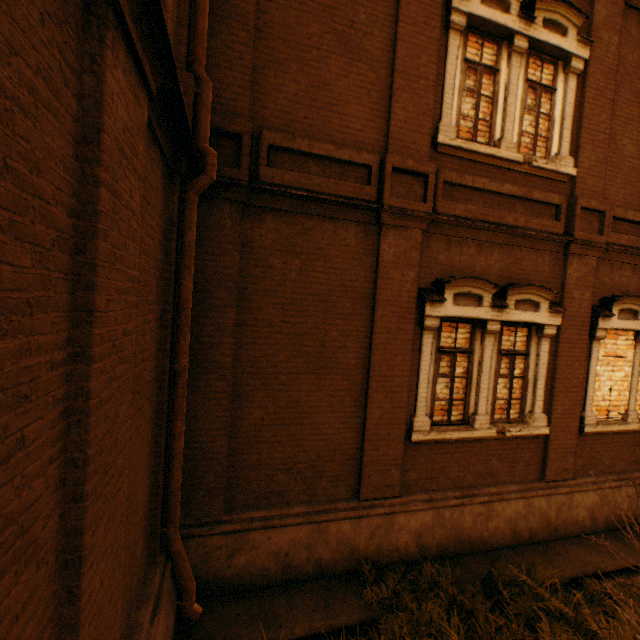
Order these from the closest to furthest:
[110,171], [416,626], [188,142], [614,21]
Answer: [110,171]
[188,142]
[416,626]
[614,21]

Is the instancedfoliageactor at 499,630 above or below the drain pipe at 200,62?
below

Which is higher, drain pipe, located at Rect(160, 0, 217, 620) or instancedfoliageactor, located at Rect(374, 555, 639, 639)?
drain pipe, located at Rect(160, 0, 217, 620)
